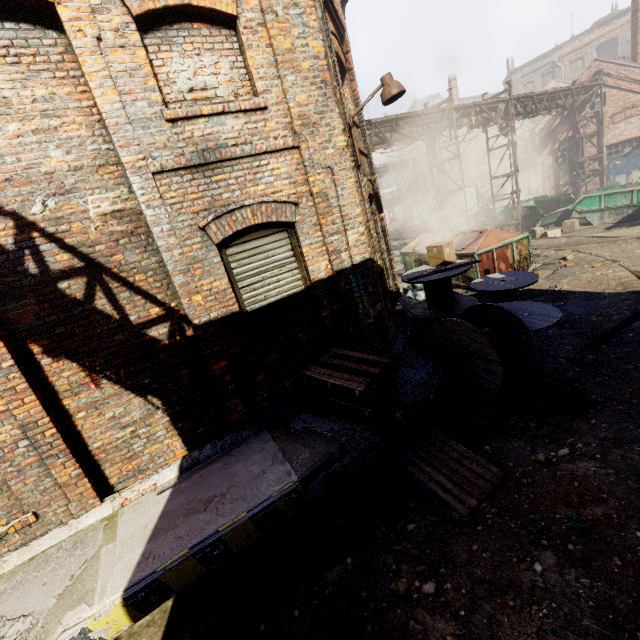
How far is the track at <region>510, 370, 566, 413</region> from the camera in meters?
5.2 m

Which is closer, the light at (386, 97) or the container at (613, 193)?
the light at (386, 97)

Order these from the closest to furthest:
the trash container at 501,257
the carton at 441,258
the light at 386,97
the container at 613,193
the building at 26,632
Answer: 1. the building at 26,632
2. the light at 386,97
3. the carton at 441,258
4. the trash container at 501,257
5. the container at 613,193

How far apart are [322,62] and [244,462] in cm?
596

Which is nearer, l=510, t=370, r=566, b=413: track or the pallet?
the pallet

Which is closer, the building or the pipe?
the building

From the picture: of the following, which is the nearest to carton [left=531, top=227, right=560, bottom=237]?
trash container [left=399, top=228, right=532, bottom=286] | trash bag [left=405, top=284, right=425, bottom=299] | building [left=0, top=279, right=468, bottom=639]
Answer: trash container [left=399, top=228, right=532, bottom=286]

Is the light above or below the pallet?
above
